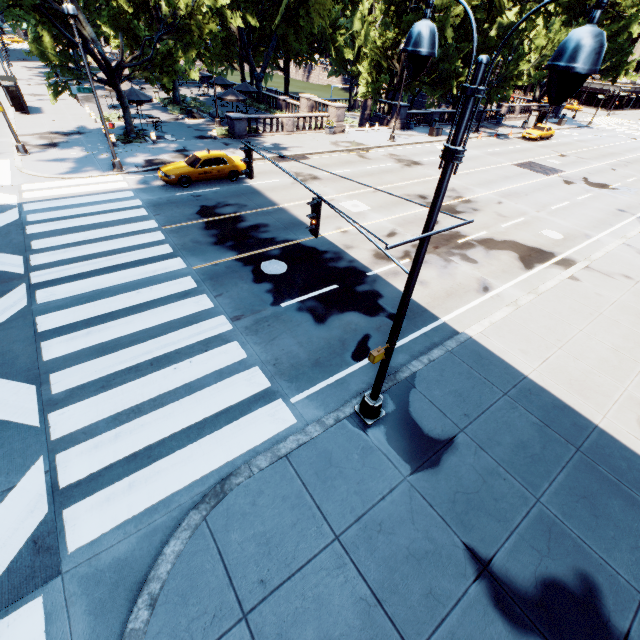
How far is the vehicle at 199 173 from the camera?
18.02m

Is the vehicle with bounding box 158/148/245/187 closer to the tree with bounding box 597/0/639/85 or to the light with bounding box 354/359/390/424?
the tree with bounding box 597/0/639/85

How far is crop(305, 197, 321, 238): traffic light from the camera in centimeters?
698cm

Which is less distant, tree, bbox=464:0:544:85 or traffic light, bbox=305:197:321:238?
traffic light, bbox=305:197:321:238

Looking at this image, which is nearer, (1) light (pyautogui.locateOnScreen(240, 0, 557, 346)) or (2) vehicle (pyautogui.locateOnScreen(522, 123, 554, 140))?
(1) light (pyautogui.locateOnScreen(240, 0, 557, 346))

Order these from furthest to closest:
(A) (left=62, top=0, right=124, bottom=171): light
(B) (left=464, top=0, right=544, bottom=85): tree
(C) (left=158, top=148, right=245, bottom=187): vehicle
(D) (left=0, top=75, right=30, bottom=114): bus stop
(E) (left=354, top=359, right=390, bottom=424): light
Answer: (B) (left=464, top=0, right=544, bottom=85): tree, (D) (left=0, top=75, right=30, bottom=114): bus stop, (C) (left=158, top=148, right=245, bottom=187): vehicle, (A) (left=62, top=0, right=124, bottom=171): light, (E) (left=354, top=359, right=390, bottom=424): light

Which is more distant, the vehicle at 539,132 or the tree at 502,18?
the vehicle at 539,132

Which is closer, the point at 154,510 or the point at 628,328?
the point at 154,510
